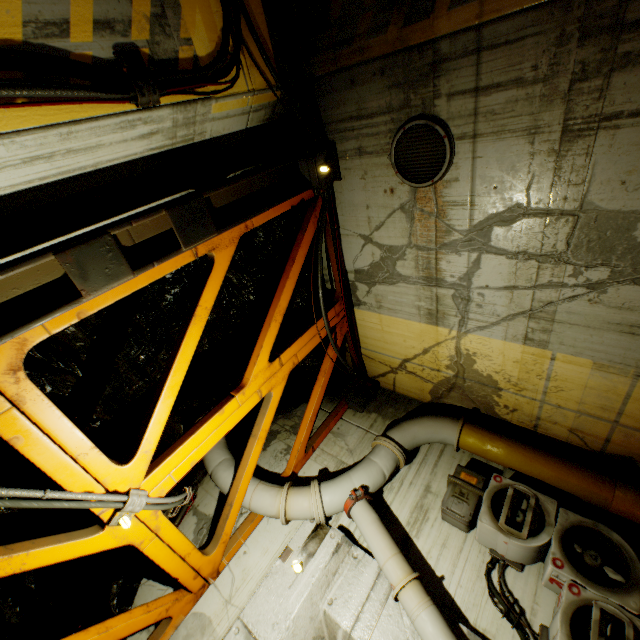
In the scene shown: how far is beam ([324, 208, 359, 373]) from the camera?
5.6 meters

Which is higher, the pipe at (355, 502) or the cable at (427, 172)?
the cable at (427, 172)

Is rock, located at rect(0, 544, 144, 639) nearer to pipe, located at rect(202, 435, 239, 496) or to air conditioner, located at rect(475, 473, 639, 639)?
pipe, located at rect(202, 435, 239, 496)

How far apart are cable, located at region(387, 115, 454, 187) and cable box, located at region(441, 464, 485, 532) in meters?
4.3

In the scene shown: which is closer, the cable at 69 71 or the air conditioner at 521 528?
the cable at 69 71

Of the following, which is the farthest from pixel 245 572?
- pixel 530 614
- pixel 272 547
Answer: pixel 530 614

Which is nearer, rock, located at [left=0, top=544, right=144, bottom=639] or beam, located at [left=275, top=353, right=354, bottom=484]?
rock, located at [left=0, top=544, right=144, bottom=639]

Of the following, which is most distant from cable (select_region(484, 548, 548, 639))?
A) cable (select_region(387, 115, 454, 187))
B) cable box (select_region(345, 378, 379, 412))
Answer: cable (select_region(387, 115, 454, 187))
